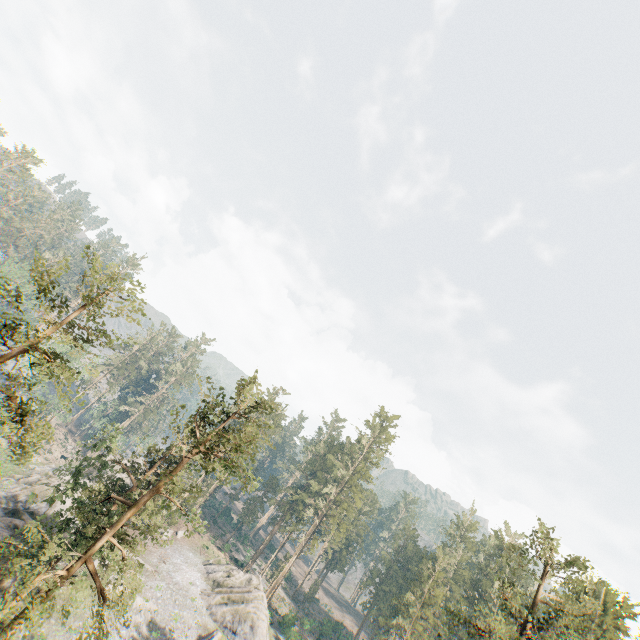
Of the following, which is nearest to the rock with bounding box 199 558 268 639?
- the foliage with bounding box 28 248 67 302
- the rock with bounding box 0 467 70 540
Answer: the foliage with bounding box 28 248 67 302

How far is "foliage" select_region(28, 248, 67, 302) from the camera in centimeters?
1611cm

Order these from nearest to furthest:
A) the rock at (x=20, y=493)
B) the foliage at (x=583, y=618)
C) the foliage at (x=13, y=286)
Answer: the foliage at (x=13, y=286) < the foliage at (x=583, y=618) < the rock at (x=20, y=493)

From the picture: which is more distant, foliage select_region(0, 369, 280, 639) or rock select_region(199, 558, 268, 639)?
rock select_region(199, 558, 268, 639)

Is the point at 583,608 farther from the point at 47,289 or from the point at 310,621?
the point at 310,621

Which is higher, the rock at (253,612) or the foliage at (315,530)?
the foliage at (315,530)
